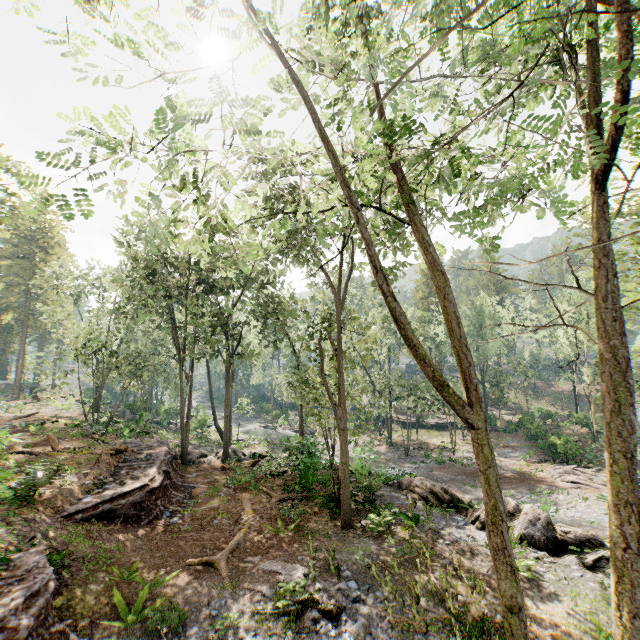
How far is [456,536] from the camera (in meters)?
13.96

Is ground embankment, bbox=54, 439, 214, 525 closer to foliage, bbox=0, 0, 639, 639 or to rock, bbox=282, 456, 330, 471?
foliage, bbox=0, 0, 639, 639

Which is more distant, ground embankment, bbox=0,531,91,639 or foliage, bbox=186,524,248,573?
foliage, bbox=186,524,248,573

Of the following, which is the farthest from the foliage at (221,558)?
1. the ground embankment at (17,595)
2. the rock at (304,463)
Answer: the ground embankment at (17,595)

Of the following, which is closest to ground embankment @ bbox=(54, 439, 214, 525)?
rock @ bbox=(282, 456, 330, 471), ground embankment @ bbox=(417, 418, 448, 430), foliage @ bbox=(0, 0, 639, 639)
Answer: foliage @ bbox=(0, 0, 639, 639)

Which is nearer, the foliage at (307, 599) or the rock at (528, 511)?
the foliage at (307, 599)

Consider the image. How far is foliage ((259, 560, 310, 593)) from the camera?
10.2m

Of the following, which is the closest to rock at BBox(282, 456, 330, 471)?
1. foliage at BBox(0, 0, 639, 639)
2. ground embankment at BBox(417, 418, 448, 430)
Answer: foliage at BBox(0, 0, 639, 639)
